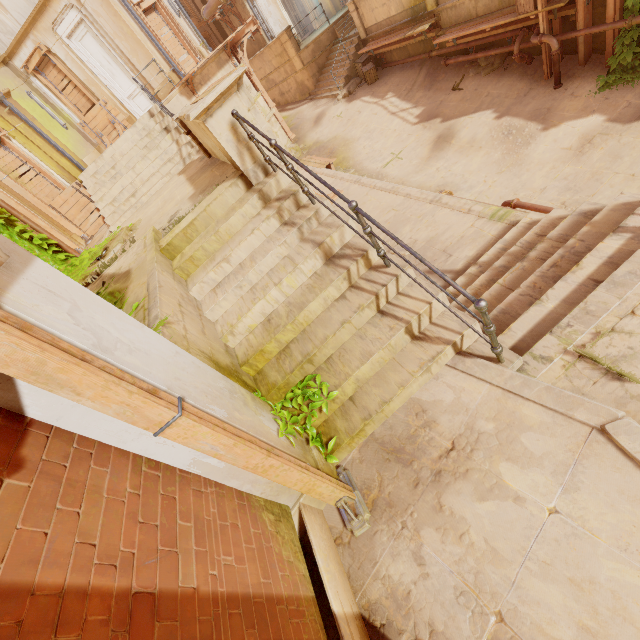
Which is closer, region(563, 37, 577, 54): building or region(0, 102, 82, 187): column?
region(563, 37, 577, 54): building

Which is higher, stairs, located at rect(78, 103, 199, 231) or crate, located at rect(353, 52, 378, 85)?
stairs, located at rect(78, 103, 199, 231)

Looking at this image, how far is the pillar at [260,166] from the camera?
4.4 meters

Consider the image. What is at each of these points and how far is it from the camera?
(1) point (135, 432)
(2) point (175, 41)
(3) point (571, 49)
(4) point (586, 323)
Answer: (1) column, 2.0m
(2) wood, 14.6m
(3) building, 9.3m
(4) building, 3.2m

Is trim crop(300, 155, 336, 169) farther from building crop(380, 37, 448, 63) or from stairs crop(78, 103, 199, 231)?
building crop(380, 37, 448, 63)

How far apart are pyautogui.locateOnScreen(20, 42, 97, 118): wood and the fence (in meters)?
19.57

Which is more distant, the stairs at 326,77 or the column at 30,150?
the stairs at 326,77

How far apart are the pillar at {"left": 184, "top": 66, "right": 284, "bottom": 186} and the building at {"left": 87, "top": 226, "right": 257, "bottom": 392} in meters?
1.8 m
